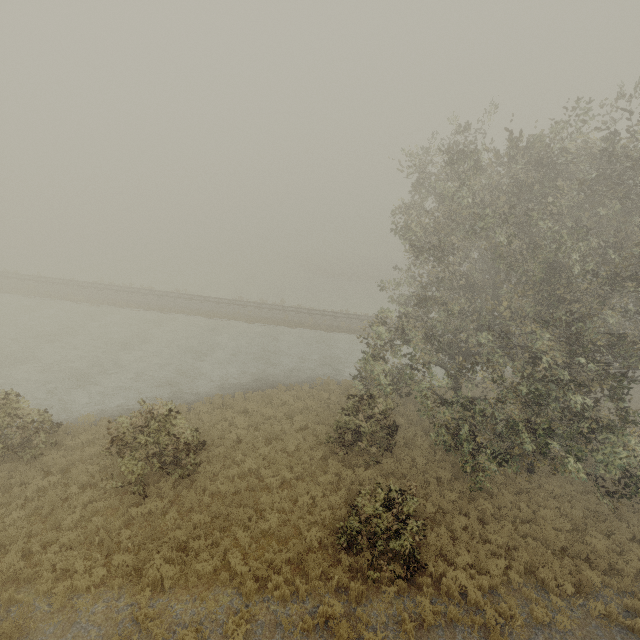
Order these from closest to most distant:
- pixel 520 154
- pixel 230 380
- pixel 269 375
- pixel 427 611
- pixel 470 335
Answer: pixel 427 611 → pixel 520 154 → pixel 470 335 → pixel 230 380 → pixel 269 375
